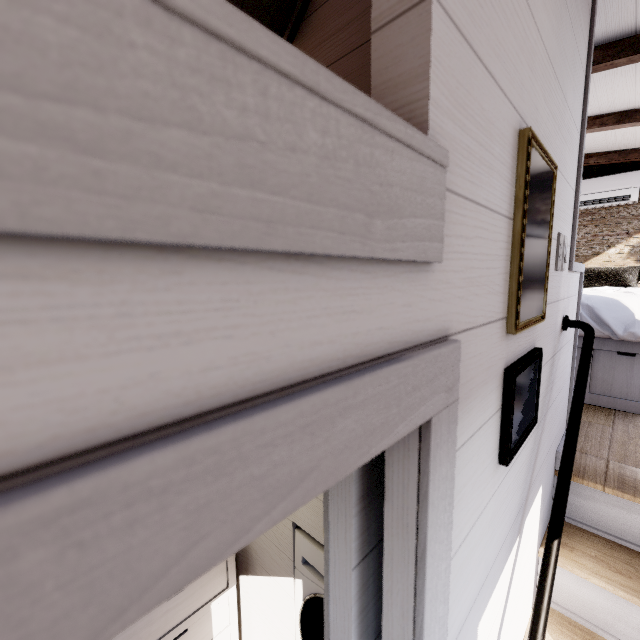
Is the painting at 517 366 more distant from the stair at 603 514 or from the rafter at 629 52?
the rafter at 629 52

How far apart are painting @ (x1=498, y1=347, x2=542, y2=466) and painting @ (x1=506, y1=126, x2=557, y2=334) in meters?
0.1 m

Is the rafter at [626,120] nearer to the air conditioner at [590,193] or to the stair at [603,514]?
the air conditioner at [590,193]

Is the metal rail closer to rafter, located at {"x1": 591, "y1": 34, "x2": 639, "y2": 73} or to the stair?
the stair

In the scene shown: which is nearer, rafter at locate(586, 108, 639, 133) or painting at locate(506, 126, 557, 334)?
painting at locate(506, 126, 557, 334)

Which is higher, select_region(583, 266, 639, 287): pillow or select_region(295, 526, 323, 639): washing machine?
select_region(583, 266, 639, 287): pillow

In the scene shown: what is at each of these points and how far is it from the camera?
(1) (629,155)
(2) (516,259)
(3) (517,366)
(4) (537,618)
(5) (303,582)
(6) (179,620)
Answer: (1) rafter, 3.5m
(2) painting, 0.7m
(3) painting, 0.8m
(4) metal rail, 0.9m
(5) washing machine, 1.6m
(6) drawer, 1.7m

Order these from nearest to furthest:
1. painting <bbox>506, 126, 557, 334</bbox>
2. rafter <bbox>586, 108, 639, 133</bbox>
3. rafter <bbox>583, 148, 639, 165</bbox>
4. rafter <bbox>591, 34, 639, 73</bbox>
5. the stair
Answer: painting <bbox>506, 126, 557, 334</bbox>
the stair
rafter <bbox>591, 34, 639, 73</bbox>
rafter <bbox>586, 108, 639, 133</bbox>
rafter <bbox>583, 148, 639, 165</bbox>
